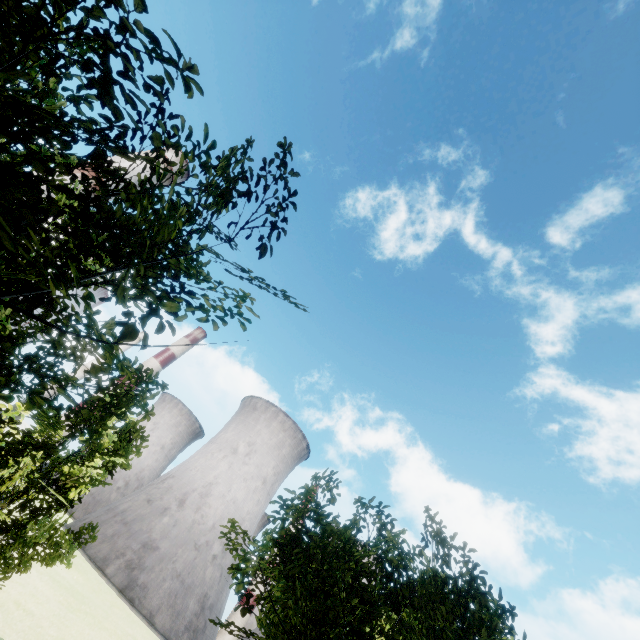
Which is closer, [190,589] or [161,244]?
[161,244]
